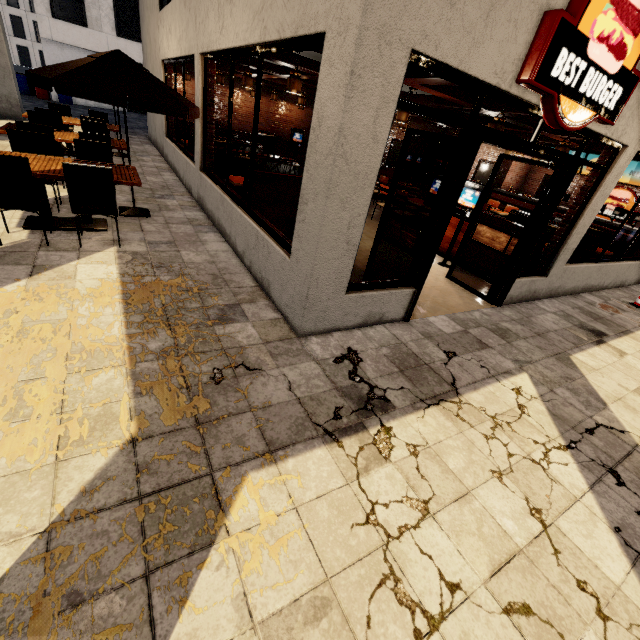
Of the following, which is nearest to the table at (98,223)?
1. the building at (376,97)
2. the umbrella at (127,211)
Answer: the umbrella at (127,211)

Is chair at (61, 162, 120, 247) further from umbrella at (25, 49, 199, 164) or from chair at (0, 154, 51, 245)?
umbrella at (25, 49, 199, 164)

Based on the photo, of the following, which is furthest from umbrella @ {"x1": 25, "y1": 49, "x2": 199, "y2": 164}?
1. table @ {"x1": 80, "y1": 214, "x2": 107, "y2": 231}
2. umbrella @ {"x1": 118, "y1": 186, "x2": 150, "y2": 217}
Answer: table @ {"x1": 80, "y1": 214, "x2": 107, "y2": 231}

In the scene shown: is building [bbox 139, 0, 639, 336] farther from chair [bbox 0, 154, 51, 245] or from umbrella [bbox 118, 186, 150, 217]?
chair [bbox 0, 154, 51, 245]

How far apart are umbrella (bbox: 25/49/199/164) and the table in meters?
1.1

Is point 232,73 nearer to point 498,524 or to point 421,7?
point 421,7

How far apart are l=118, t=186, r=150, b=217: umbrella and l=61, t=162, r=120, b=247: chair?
1.1 meters

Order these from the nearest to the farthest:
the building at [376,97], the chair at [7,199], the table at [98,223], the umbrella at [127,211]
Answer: the building at [376,97] < the chair at [7,199] < the table at [98,223] < the umbrella at [127,211]
